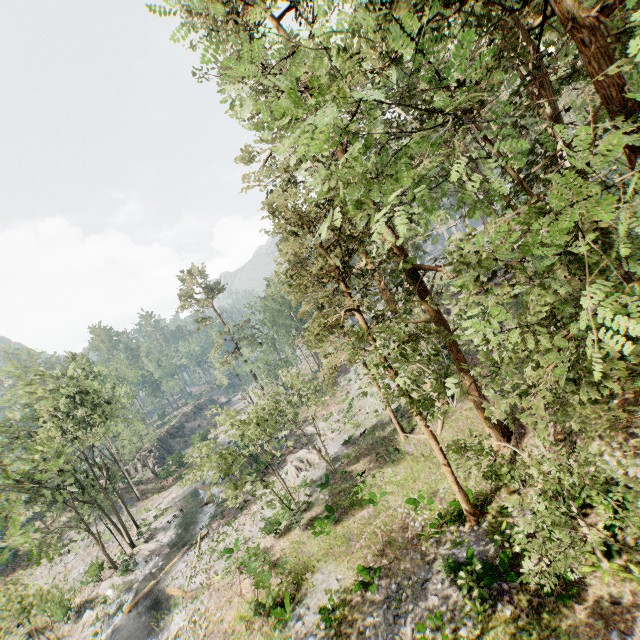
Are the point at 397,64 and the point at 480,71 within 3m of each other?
yes

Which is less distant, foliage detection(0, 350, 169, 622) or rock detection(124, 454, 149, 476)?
foliage detection(0, 350, 169, 622)

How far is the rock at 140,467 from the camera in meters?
50.6

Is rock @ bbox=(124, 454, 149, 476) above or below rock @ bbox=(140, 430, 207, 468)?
above

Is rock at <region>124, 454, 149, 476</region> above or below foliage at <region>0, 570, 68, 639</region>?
below

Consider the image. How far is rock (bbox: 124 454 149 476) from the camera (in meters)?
50.56

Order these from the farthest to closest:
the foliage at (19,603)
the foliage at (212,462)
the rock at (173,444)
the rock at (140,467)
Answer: the rock at (173,444) < the rock at (140,467) < the foliage at (212,462) < the foliage at (19,603)
